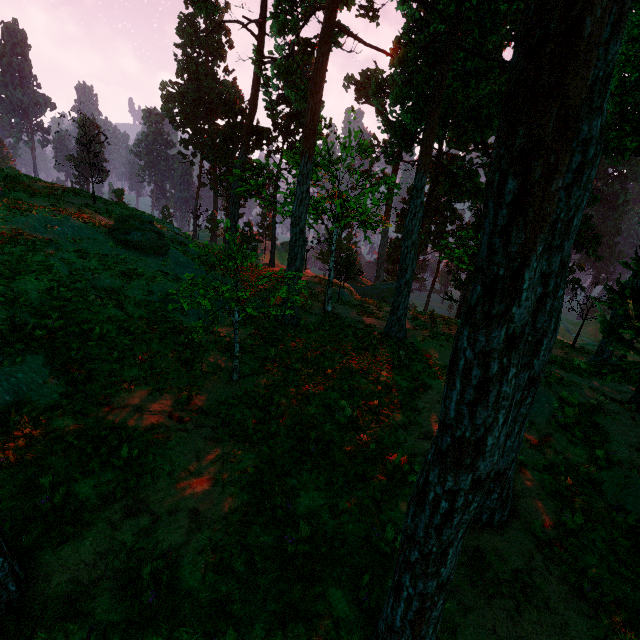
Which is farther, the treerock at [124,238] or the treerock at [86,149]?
the treerock at [86,149]

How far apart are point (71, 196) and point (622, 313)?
34.5m

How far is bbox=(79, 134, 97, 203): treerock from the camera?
21.7m

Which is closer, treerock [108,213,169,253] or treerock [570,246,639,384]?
treerock [570,246,639,384]

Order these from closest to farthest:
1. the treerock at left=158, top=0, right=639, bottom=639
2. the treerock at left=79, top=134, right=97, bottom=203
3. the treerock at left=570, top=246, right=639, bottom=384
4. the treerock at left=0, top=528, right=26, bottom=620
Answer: the treerock at left=158, top=0, right=639, bottom=639 → the treerock at left=0, top=528, right=26, bottom=620 → the treerock at left=570, top=246, right=639, bottom=384 → the treerock at left=79, top=134, right=97, bottom=203

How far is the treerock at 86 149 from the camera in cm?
2172
